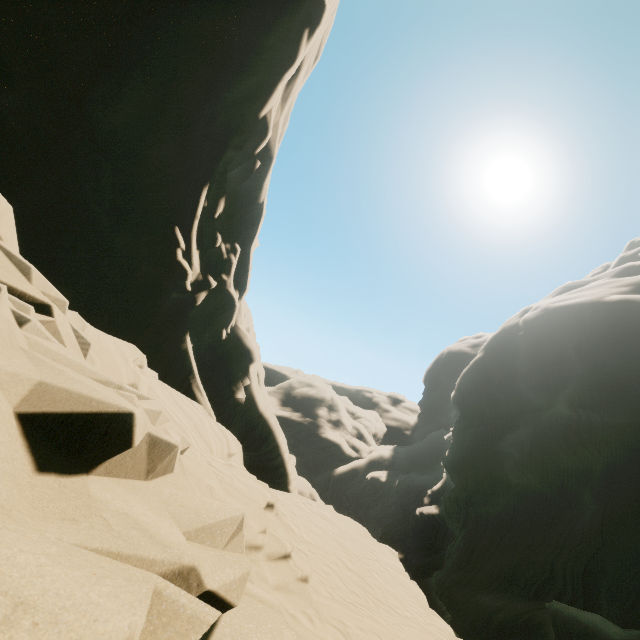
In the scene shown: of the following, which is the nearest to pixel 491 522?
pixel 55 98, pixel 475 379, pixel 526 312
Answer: pixel 475 379
